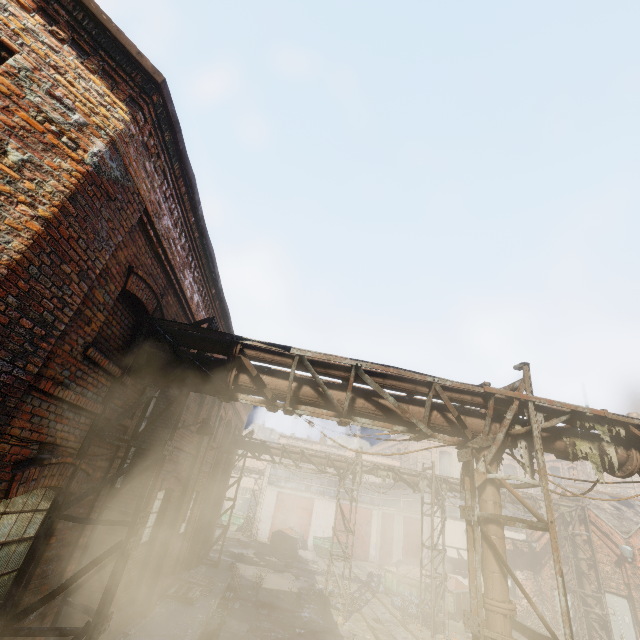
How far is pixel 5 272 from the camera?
2.7m

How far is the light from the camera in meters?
7.5

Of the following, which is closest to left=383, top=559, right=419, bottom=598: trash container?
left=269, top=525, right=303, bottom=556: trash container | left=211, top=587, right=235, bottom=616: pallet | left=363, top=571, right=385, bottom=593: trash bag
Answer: left=363, top=571, right=385, bottom=593: trash bag

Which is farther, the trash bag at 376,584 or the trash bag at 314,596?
A: the trash bag at 376,584

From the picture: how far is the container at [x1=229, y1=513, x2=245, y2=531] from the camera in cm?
3322

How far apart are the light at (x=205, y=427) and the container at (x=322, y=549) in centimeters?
2496cm

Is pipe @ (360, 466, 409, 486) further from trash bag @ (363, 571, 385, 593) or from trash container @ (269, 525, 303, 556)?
trash container @ (269, 525, 303, 556)

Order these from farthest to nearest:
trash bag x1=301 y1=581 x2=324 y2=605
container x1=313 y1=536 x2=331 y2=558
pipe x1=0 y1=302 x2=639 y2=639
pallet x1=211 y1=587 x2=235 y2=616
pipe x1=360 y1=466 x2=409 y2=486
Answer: container x1=313 y1=536 x2=331 y2=558, pipe x1=360 y1=466 x2=409 y2=486, trash bag x1=301 y1=581 x2=324 y2=605, pallet x1=211 y1=587 x2=235 y2=616, pipe x1=0 y1=302 x2=639 y2=639
